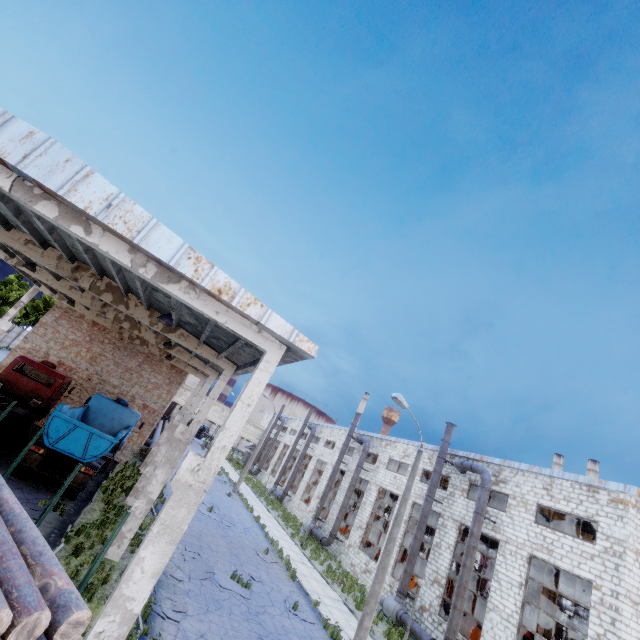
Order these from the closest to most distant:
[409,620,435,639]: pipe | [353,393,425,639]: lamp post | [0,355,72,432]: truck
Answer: [353,393,425,639]: lamp post → [0,355,72,432]: truck → [409,620,435,639]: pipe

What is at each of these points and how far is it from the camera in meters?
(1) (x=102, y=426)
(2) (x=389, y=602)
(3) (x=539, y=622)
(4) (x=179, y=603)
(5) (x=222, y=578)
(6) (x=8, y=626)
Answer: (1) truck, 18.7 m
(2) fan motor, 20.0 m
(3) column beam, 28.3 m
(4) asphalt debris, 10.8 m
(5) asphalt debris, 14.0 m
(6) log pile, 2.9 m

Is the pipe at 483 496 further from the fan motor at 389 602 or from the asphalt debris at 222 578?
the asphalt debris at 222 578

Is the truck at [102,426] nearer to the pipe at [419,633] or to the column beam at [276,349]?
the column beam at [276,349]

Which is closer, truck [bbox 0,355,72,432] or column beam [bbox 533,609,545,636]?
truck [bbox 0,355,72,432]

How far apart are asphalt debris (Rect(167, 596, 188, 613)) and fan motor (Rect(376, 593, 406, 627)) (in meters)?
14.68

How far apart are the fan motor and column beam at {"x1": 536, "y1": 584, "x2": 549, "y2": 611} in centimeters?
1813cm

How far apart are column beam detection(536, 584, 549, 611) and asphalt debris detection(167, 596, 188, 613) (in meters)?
33.90
